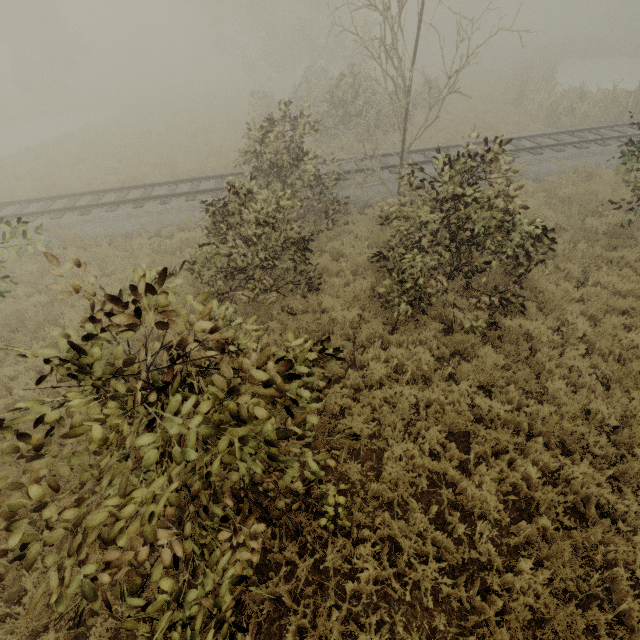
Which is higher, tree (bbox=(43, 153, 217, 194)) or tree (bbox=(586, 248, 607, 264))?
tree (bbox=(43, 153, 217, 194))

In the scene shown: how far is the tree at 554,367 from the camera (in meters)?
6.05

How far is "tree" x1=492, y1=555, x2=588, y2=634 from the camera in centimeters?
357cm

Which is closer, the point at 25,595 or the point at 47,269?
the point at 25,595
